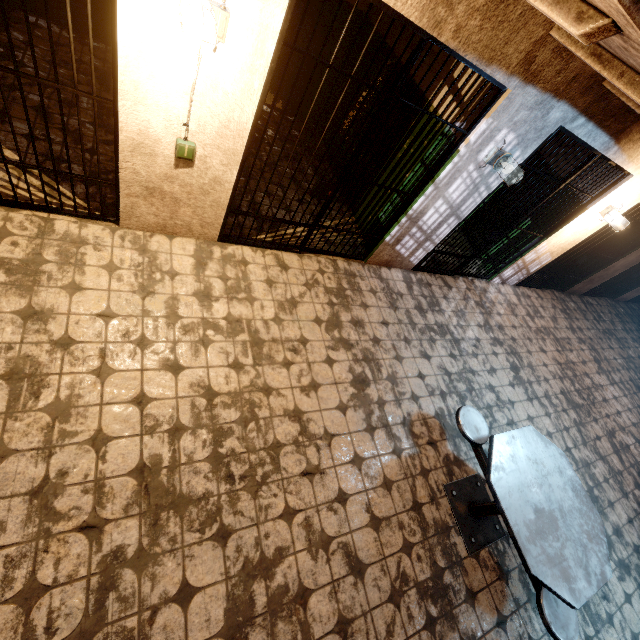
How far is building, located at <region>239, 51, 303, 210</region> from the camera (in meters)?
4.29

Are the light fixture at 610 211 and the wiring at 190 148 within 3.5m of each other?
no

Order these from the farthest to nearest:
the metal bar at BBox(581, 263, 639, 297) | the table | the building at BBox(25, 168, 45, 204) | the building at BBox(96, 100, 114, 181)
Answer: the metal bar at BBox(581, 263, 639, 297), the building at BBox(96, 100, 114, 181), the building at BBox(25, 168, 45, 204), the table

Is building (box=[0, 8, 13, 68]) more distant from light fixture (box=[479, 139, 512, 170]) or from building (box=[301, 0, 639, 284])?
light fixture (box=[479, 139, 512, 170])

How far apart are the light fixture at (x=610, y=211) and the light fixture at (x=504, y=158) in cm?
269

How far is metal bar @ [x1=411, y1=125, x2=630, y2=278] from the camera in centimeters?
371cm

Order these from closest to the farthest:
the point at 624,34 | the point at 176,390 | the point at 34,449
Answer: the point at 624,34
the point at 34,449
the point at 176,390

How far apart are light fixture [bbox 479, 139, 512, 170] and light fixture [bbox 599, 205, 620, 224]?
2.7 meters
